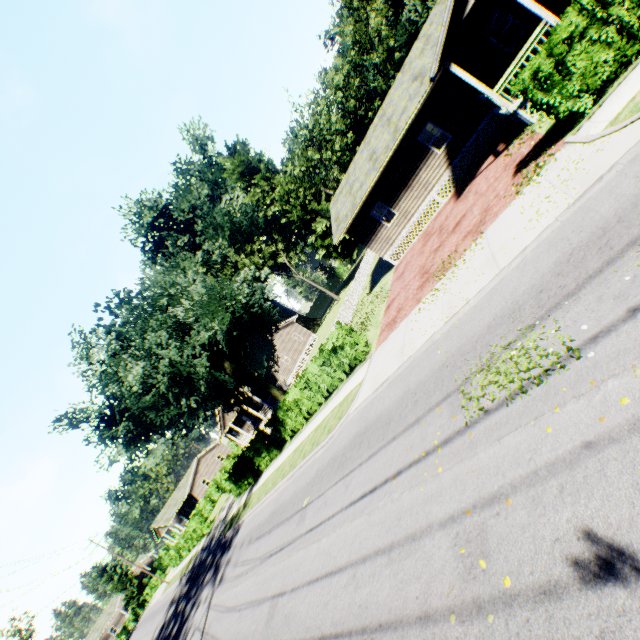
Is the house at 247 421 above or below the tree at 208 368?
below

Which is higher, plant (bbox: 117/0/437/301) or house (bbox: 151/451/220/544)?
plant (bbox: 117/0/437/301)

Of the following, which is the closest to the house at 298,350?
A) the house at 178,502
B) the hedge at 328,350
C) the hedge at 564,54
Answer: the house at 178,502

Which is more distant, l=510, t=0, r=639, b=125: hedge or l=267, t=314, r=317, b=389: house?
l=267, t=314, r=317, b=389: house

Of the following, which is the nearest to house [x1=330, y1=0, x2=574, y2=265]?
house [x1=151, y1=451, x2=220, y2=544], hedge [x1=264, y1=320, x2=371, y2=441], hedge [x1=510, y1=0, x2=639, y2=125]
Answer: hedge [x1=510, y1=0, x2=639, y2=125]

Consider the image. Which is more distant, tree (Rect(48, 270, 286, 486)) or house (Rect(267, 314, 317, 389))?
house (Rect(267, 314, 317, 389))

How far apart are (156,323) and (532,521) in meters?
17.6 m

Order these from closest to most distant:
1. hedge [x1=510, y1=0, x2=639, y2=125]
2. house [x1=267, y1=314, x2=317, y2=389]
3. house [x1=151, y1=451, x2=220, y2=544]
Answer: hedge [x1=510, y1=0, x2=639, y2=125]
house [x1=267, y1=314, x2=317, y2=389]
house [x1=151, y1=451, x2=220, y2=544]
